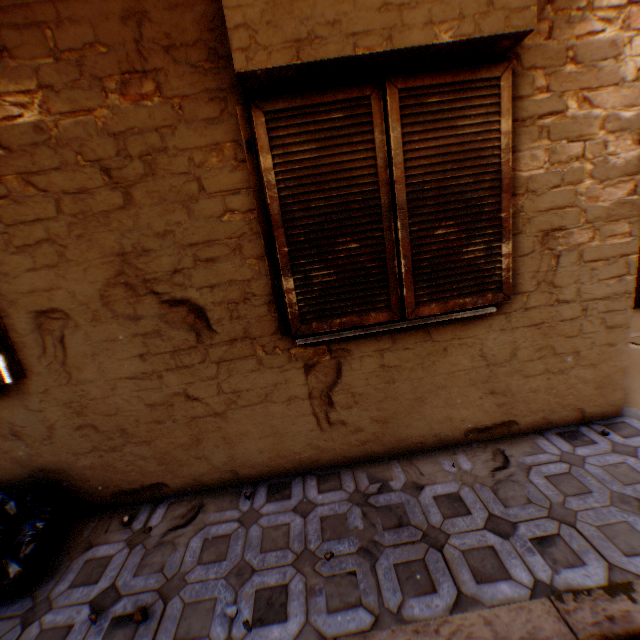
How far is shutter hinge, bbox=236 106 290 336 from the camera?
2.1m

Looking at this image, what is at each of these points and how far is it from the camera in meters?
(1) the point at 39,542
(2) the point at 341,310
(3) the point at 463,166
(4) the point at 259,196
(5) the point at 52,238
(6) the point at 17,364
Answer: (1) trash bag, 2.1
(2) shutter, 2.3
(3) shutter, 2.1
(4) shutter hinge, 2.2
(5) building, 2.2
(6) shutter hinge, 2.4

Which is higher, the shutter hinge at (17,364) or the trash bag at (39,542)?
the shutter hinge at (17,364)

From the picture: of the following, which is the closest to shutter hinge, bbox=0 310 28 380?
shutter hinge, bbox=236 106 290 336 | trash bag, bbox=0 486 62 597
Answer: trash bag, bbox=0 486 62 597

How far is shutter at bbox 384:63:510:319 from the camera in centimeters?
202cm

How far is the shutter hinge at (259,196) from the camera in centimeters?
208cm

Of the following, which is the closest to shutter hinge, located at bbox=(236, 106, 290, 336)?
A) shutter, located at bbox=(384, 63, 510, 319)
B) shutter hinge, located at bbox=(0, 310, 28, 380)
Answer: shutter, located at bbox=(384, 63, 510, 319)

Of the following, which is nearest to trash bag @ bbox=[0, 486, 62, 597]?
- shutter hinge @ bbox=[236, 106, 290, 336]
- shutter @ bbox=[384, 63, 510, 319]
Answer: shutter @ bbox=[384, 63, 510, 319]
